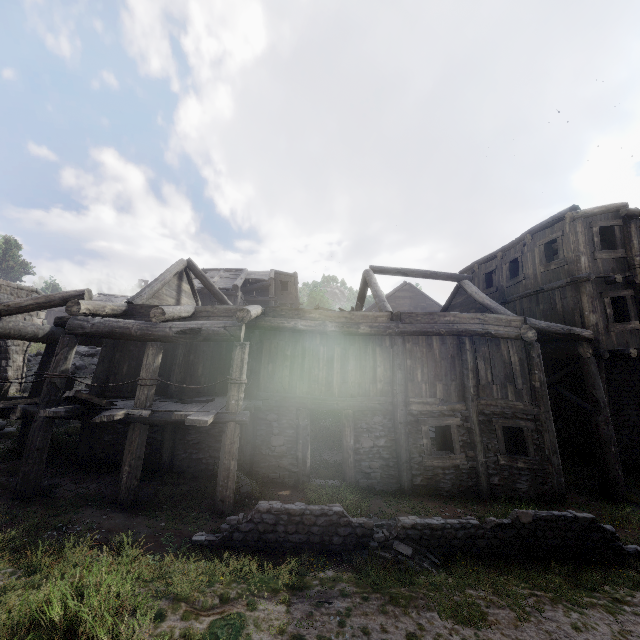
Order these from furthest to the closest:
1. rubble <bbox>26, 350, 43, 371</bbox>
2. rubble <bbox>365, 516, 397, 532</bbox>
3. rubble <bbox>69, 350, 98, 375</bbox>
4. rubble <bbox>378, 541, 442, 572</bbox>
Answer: rubble <bbox>69, 350, 98, 375</bbox>
rubble <bbox>26, 350, 43, 371</bbox>
rubble <bbox>365, 516, 397, 532</bbox>
rubble <bbox>378, 541, 442, 572</bbox>

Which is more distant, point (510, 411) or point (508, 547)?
point (510, 411)

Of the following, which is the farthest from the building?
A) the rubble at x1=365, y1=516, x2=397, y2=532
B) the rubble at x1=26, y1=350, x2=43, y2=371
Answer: the rubble at x1=365, y1=516, x2=397, y2=532

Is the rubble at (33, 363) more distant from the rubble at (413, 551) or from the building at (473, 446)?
the rubble at (413, 551)

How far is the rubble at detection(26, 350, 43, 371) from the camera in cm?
2088

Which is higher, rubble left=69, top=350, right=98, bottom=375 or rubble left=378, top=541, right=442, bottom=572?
rubble left=69, top=350, right=98, bottom=375
